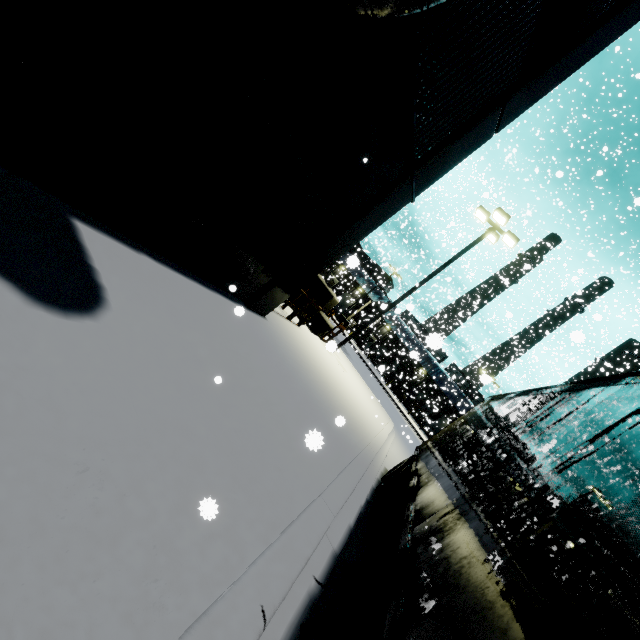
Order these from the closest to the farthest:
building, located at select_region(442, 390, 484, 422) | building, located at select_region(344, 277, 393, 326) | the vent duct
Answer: the vent duct, building, located at select_region(344, 277, 393, 326), building, located at select_region(442, 390, 484, 422)

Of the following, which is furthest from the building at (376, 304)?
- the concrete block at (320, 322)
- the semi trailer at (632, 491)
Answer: the concrete block at (320, 322)

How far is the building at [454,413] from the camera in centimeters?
3697cm

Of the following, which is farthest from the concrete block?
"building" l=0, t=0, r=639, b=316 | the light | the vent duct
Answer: "building" l=0, t=0, r=639, b=316

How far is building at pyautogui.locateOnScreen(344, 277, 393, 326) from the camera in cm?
3350

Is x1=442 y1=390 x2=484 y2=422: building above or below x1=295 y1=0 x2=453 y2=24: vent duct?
above

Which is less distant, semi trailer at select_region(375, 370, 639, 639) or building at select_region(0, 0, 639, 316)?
semi trailer at select_region(375, 370, 639, 639)

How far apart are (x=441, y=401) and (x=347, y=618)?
51.2 meters
